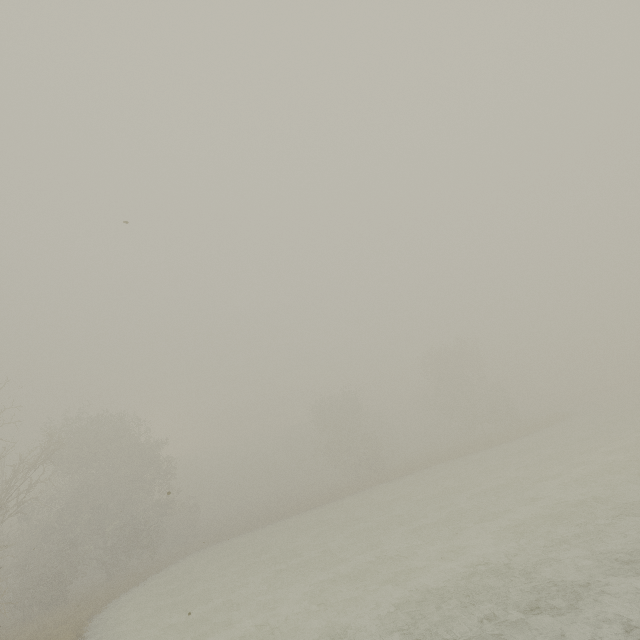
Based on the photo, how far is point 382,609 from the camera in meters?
9.4 m
